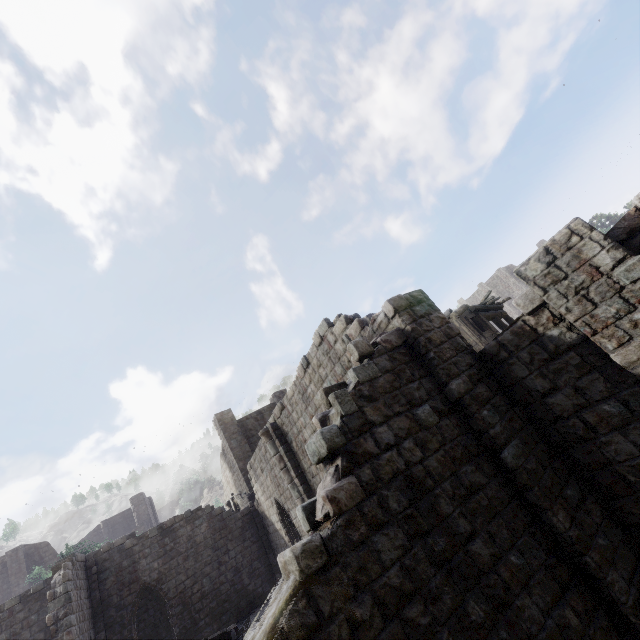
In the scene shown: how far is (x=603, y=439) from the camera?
5.7 meters
